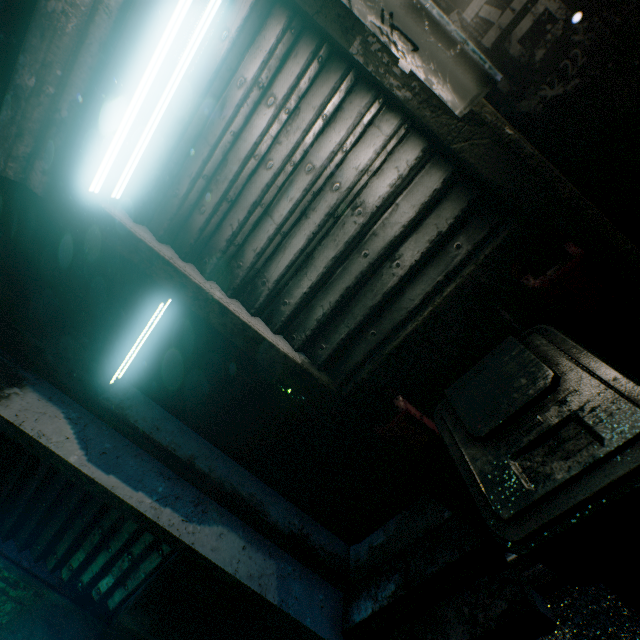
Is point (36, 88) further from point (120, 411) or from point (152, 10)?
point (120, 411)

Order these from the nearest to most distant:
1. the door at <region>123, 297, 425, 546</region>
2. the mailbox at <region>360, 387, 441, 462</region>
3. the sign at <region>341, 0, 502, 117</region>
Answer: the sign at <region>341, 0, 502, 117</region> → the mailbox at <region>360, 387, 441, 462</region> → the door at <region>123, 297, 425, 546</region>

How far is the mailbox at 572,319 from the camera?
1.1m

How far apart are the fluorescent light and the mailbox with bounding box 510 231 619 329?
1.7m

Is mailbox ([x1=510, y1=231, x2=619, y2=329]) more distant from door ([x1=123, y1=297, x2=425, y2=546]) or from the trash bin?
door ([x1=123, y1=297, x2=425, y2=546])

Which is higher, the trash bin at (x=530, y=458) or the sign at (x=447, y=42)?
the sign at (x=447, y=42)

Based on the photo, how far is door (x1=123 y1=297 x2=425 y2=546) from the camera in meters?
2.0 m

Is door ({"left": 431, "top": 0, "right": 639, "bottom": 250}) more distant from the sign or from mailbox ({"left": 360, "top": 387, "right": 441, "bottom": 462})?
mailbox ({"left": 360, "top": 387, "right": 441, "bottom": 462})
